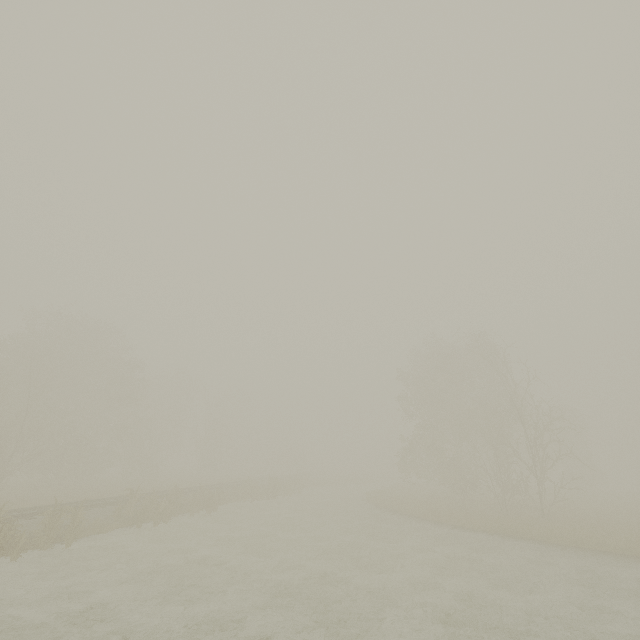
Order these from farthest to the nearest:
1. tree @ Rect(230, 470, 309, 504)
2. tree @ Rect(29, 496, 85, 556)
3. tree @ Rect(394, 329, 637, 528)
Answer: tree @ Rect(230, 470, 309, 504)
tree @ Rect(394, 329, 637, 528)
tree @ Rect(29, 496, 85, 556)

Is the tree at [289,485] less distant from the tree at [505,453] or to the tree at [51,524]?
the tree at [505,453]

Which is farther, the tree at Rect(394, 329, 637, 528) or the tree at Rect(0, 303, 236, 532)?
the tree at Rect(394, 329, 637, 528)

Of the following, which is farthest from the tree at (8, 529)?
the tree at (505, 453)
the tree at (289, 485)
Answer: the tree at (505, 453)

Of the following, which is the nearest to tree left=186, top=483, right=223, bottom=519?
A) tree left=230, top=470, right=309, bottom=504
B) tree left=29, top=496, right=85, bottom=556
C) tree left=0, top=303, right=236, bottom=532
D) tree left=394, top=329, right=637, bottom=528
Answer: tree left=230, top=470, right=309, bottom=504

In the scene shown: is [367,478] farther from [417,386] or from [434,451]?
[417,386]

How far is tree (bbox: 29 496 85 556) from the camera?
13.41m

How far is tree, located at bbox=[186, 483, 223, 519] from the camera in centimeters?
2169cm
